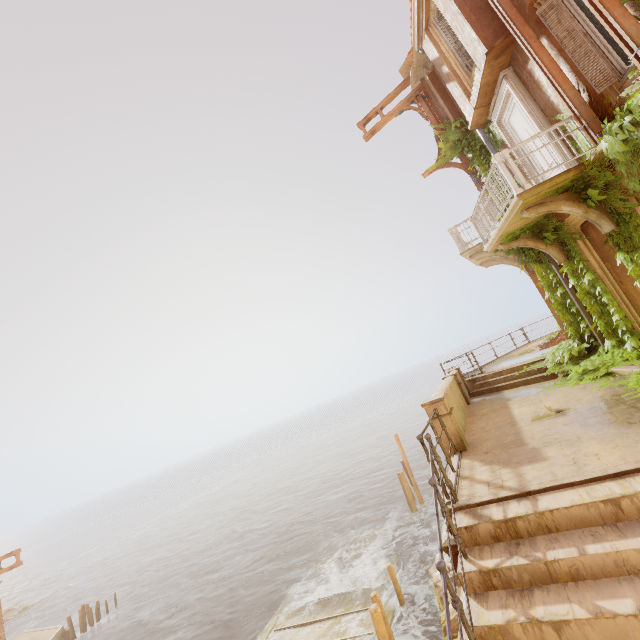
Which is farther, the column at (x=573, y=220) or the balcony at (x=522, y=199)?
the column at (x=573, y=220)

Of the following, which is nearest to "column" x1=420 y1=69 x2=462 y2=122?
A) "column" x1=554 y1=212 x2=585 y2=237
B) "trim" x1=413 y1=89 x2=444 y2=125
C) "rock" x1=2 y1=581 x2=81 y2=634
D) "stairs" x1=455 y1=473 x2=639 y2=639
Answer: "trim" x1=413 y1=89 x2=444 y2=125

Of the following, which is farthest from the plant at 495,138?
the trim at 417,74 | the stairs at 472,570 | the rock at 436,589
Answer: the rock at 436,589

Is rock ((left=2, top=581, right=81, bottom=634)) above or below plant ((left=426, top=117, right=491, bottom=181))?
below

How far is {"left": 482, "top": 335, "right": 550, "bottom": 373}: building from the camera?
12.8m

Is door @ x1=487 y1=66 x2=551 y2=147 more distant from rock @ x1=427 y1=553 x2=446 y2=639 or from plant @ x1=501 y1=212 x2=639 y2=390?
rock @ x1=427 y1=553 x2=446 y2=639

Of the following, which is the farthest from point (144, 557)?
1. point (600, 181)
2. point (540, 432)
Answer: point (600, 181)

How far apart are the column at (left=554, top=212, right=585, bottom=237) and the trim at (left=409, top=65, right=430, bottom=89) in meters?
8.3 m
